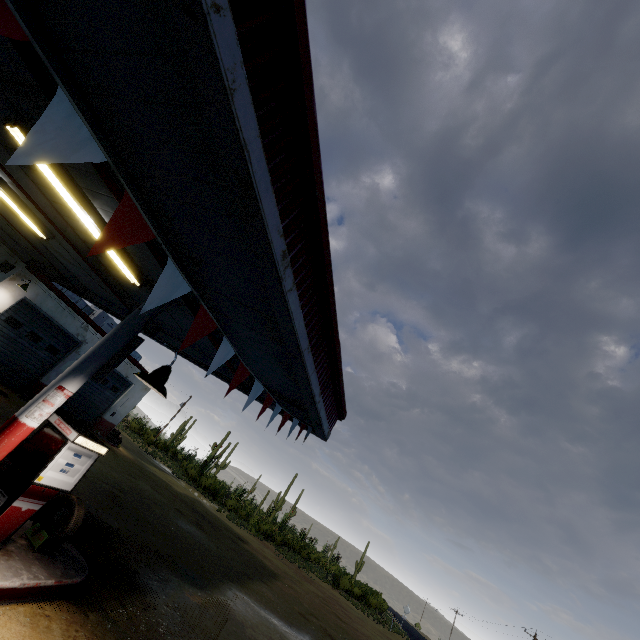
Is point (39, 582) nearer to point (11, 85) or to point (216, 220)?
point (216, 220)

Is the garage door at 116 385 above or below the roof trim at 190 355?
below

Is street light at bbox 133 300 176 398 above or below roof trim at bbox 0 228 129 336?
below

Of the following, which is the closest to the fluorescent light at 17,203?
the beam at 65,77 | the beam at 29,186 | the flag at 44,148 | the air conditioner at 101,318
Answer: the beam at 29,186

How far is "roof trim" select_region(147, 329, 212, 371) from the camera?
8.5 meters

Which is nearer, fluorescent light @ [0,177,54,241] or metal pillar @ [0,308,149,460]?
metal pillar @ [0,308,149,460]

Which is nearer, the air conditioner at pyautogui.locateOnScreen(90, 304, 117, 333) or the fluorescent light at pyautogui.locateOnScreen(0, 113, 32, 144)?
the fluorescent light at pyautogui.locateOnScreen(0, 113, 32, 144)

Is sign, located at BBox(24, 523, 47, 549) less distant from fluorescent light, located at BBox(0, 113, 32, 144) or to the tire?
the tire
